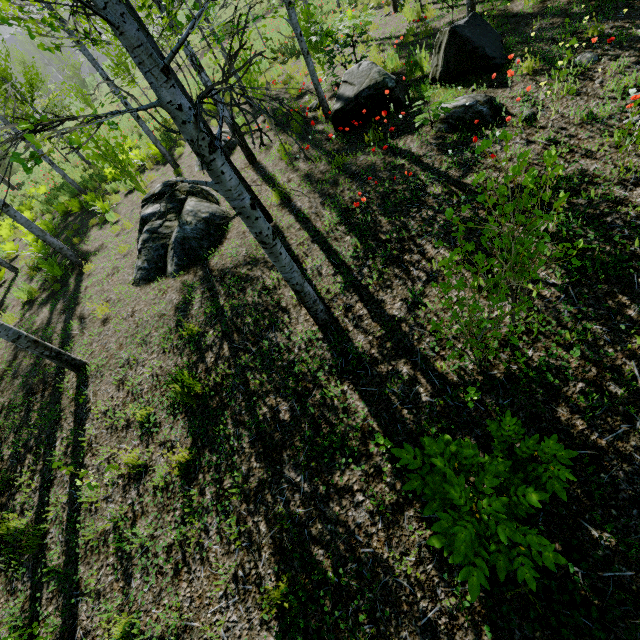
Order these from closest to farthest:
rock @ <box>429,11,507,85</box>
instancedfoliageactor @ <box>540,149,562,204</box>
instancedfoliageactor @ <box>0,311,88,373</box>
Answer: instancedfoliageactor @ <box>540,149,562,204</box>
instancedfoliageactor @ <box>0,311,88,373</box>
rock @ <box>429,11,507,85</box>

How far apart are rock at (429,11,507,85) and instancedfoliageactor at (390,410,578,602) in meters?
7.1 m

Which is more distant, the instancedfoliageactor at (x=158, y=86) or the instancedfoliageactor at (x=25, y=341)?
the instancedfoliageactor at (x=25, y=341)

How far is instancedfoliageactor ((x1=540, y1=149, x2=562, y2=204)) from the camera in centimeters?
173cm

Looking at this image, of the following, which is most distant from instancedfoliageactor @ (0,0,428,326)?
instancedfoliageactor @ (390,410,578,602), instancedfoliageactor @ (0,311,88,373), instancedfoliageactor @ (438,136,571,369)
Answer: instancedfoliageactor @ (390,410,578,602)

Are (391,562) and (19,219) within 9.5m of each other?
no

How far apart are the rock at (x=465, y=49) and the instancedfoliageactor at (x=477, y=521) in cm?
708

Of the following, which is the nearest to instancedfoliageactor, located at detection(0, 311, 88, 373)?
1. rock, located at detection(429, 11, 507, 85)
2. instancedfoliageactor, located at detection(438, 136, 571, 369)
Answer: instancedfoliageactor, located at detection(438, 136, 571, 369)
